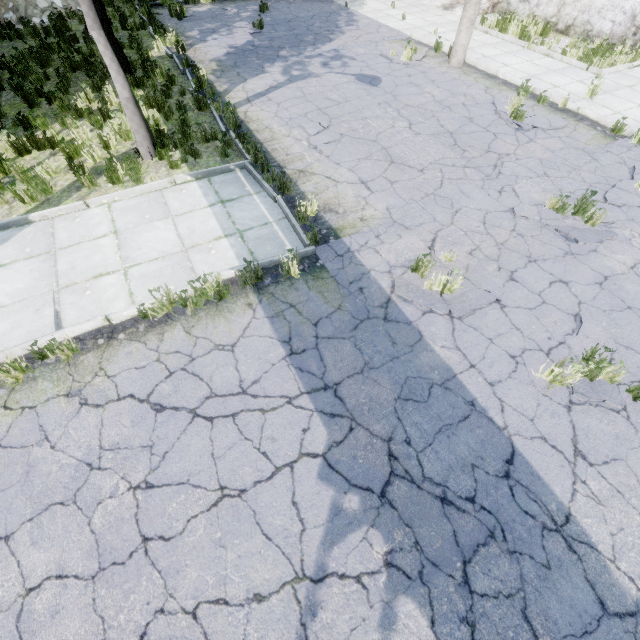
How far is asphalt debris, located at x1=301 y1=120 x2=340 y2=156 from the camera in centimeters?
752cm

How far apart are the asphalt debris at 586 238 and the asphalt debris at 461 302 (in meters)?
1.43

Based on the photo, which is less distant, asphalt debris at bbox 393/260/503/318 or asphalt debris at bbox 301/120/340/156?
asphalt debris at bbox 393/260/503/318

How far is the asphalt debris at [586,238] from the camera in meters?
5.5 m

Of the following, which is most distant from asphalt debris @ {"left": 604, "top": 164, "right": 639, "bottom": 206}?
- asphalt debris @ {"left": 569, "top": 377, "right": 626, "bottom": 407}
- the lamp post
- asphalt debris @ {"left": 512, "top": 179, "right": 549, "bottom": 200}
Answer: the lamp post

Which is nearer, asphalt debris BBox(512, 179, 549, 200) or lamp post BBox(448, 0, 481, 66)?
asphalt debris BBox(512, 179, 549, 200)

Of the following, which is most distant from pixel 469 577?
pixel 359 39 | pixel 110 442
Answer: pixel 359 39

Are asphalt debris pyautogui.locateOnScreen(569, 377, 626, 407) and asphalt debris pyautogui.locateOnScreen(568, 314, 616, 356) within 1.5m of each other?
yes
